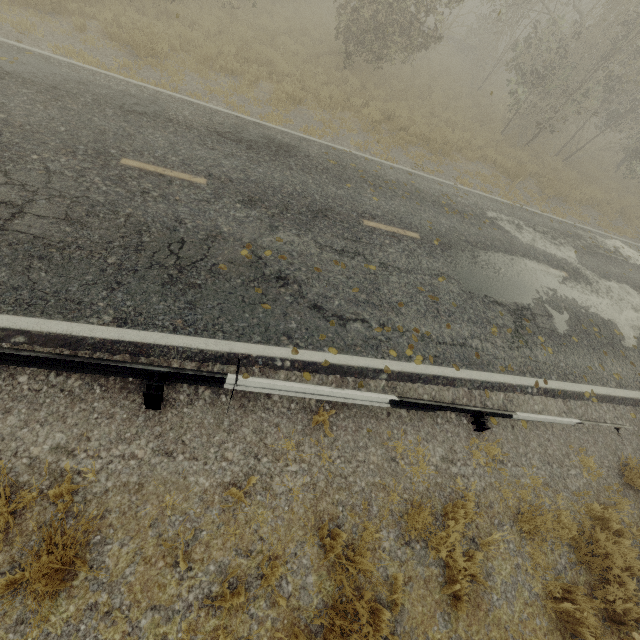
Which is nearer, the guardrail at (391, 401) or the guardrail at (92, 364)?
the guardrail at (92, 364)

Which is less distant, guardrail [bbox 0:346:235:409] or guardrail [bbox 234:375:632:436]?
guardrail [bbox 0:346:235:409]

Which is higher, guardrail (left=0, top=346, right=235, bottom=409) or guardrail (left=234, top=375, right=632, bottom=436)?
guardrail (left=0, top=346, right=235, bottom=409)

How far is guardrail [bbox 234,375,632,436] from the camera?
4.25m

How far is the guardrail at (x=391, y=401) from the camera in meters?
4.3

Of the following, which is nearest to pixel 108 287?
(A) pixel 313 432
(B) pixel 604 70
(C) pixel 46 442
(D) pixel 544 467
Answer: (C) pixel 46 442
